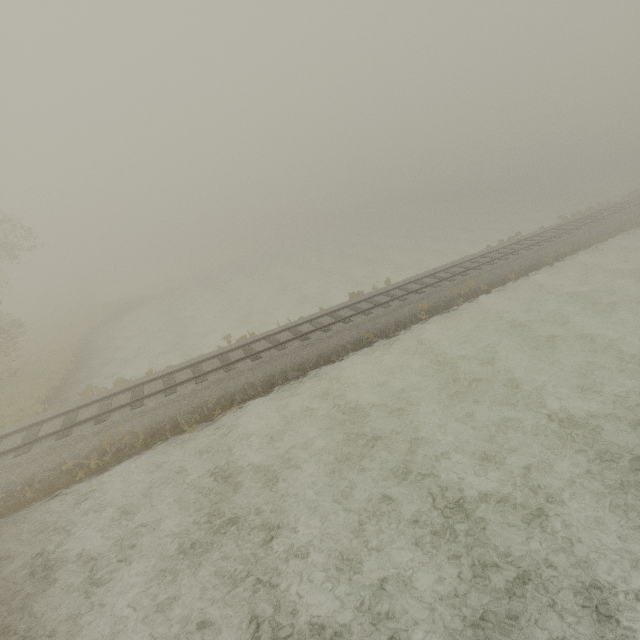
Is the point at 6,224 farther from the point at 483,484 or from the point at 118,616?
the point at 483,484
